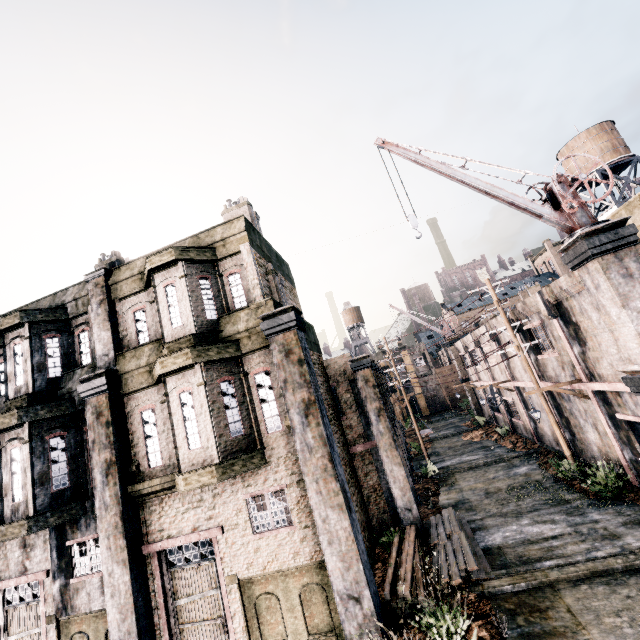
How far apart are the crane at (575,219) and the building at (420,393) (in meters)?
43.78

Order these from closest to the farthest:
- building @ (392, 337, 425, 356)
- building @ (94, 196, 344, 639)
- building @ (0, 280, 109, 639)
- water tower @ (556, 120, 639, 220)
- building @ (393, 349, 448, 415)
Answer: building @ (94, 196, 344, 639) < building @ (0, 280, 109, 639) < water tower @ (556, 120, 639, 220) < building @ (393, 349, 448, 415) < building @ (392, 337, 425, 356)

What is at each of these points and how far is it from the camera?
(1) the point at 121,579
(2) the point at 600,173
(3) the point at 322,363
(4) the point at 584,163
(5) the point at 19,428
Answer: (1) column, 9.62m
(2) water tower, 27.78m
(3) building, 15.86m
(4) water tower, 28.61m
(5) building, 11.02m

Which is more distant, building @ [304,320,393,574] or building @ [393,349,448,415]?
building @ [393,349,448,415]

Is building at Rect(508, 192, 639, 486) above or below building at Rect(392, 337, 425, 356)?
below

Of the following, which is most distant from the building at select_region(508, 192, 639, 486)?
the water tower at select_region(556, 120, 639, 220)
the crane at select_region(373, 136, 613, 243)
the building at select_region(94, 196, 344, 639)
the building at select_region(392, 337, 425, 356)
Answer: the building at select_region(392, 337, 425, 356)

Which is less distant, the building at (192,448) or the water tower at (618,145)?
the building at (192,448)

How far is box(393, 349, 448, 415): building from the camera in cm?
5172
